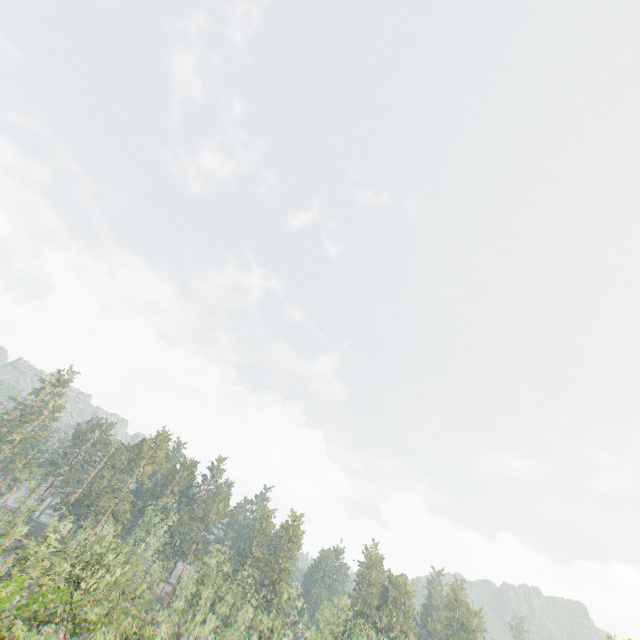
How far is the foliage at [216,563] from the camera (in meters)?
44.92

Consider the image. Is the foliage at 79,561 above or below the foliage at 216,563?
below

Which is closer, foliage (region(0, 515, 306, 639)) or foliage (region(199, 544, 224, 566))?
foliage (region(0, 515, 306, 639))

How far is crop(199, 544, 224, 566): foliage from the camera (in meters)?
44.92

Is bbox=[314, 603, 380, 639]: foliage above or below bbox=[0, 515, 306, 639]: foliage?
→ above

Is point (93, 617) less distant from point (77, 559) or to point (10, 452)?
point (77, 559)

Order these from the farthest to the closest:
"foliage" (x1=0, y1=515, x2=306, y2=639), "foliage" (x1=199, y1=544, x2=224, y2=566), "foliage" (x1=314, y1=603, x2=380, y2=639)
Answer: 1. "foliage" (x1=314, y1=603, x2=380, y2=639)
2. "foliage" (x1=199, y1=544, x2=224, y2=566)
3. "foliage" (x1=0, y1=515, x2=306, y2=639)
